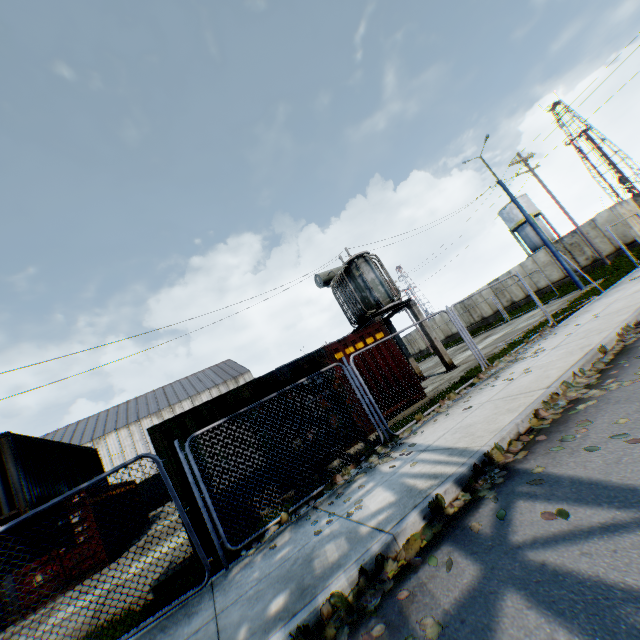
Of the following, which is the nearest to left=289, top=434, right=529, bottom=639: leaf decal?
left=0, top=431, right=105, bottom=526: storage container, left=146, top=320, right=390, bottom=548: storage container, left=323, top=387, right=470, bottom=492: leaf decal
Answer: left=323, top=387, right=470, bottom=492: leaf decal

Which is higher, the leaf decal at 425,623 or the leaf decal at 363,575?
the leaf decal at 363,575

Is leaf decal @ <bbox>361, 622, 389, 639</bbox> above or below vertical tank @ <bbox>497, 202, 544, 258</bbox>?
below

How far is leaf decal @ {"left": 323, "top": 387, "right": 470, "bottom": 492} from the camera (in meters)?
6.13

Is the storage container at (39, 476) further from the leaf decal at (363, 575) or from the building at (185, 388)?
the building at (185, 388)

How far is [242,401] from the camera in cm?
873

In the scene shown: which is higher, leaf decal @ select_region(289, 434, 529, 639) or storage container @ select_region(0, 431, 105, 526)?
storage container @ select_region(0, 431, 105, 526)
